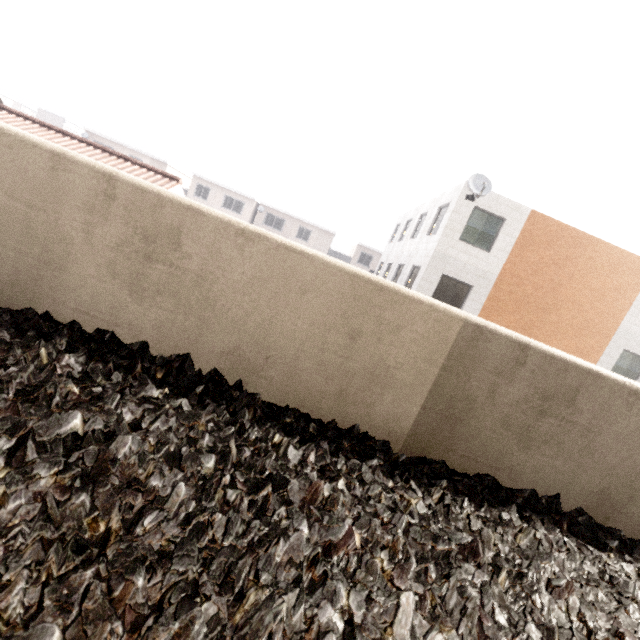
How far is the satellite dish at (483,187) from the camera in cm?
1248

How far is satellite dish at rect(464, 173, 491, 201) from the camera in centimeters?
1248cm

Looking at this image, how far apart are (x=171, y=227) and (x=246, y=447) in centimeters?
123cm
